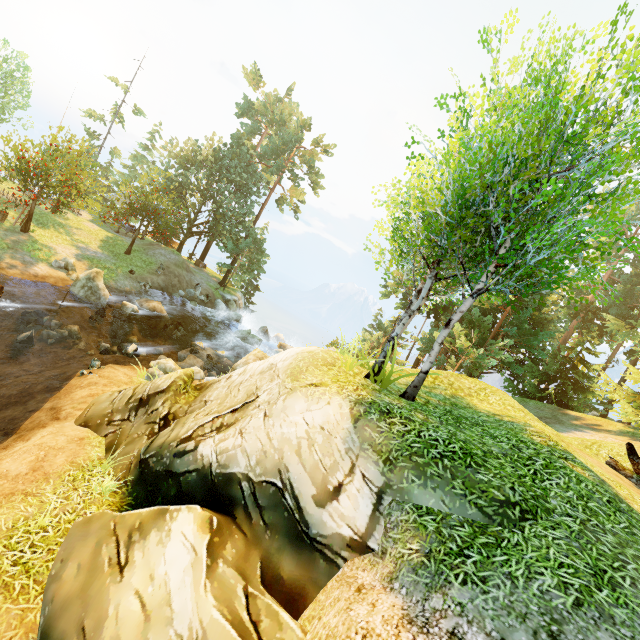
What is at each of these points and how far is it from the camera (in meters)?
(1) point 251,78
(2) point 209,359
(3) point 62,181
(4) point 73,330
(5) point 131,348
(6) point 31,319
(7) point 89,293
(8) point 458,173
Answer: (1) tree, 37.53
(2) rock, 20.89
(3) tree, 21.48
(4) rock, 16.53
(5) rock, 15.97
(6) rock, 15.54
(7) rock, 18.95
(8) tree, 7.39

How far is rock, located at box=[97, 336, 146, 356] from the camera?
15.96m

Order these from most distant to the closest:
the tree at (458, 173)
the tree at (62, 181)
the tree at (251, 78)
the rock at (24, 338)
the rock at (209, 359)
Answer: the tree at (251, 78) < the tree at (62, 181) < the rock at (209, 359) < the rock at (24, 338) < the tree at (458, 173)

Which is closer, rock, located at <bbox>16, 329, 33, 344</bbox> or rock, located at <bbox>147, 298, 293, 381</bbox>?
rock, located at <bbox>16, 329, 33, 344</bbox>

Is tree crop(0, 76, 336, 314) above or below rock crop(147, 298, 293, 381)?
above

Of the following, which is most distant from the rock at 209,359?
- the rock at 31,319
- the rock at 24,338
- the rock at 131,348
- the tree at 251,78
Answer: the tree at 251,78

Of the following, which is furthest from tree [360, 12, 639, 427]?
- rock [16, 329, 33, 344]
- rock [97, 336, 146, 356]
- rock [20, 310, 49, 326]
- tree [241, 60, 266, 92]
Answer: rock [97, 336, 146, 356]

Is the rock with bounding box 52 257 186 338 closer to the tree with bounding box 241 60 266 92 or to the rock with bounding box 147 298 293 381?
the rock with bounding box 147 298 293 381
